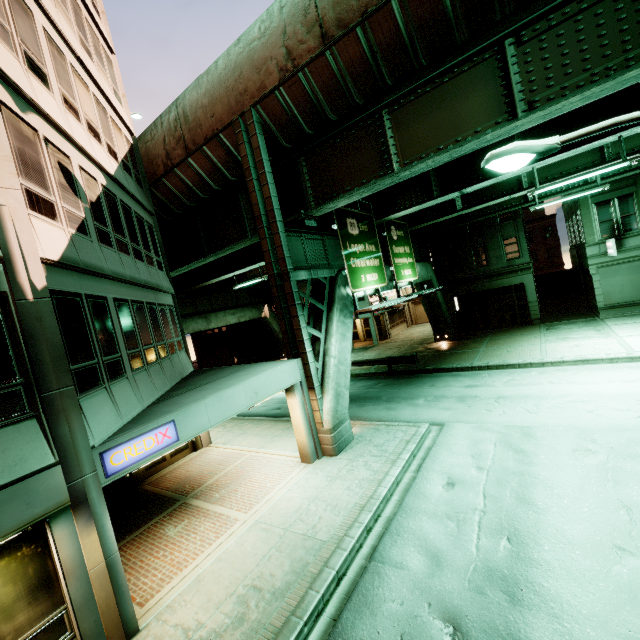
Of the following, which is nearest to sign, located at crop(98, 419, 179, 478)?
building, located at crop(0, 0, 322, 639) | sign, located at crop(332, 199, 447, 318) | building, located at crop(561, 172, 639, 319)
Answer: building, located at crop(0, 0, 322, 639)

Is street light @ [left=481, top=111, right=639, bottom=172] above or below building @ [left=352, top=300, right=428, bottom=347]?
above

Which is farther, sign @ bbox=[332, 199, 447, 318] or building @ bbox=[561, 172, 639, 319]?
building @ bbox=[561, 172, 639, 319]

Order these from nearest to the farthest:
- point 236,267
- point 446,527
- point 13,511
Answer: point 13,511
point 446,527
point 236,267

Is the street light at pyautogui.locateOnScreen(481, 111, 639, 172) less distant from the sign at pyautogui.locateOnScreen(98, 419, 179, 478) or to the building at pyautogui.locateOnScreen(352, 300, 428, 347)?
the sign at pyautogui.locateOnScreen(98, 419, 179, 478)

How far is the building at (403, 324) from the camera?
33.47m

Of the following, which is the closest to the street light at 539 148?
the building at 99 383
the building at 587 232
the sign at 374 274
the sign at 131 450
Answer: the sign at 374 274

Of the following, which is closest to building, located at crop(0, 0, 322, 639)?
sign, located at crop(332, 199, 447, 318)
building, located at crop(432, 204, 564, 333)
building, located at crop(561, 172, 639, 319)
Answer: sign, located at crop(332, 199, 447, 318)
